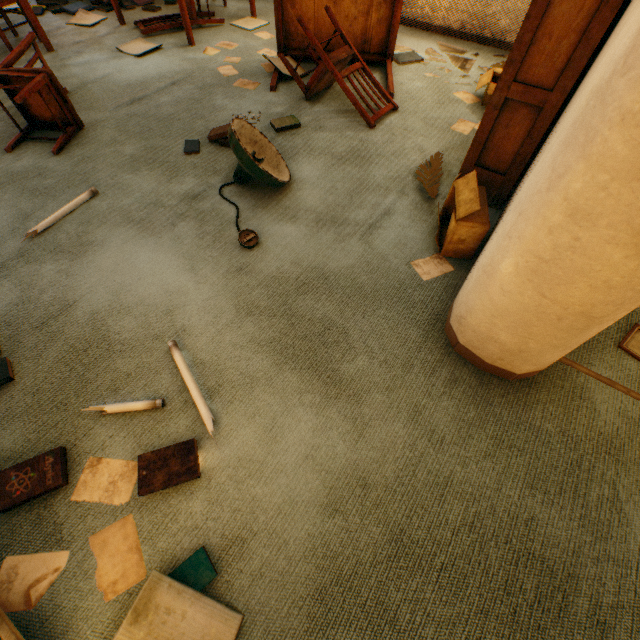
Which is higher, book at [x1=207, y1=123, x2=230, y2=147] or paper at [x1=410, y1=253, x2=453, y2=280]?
book at [x1=207, y1=123, x2=230, y2=147]

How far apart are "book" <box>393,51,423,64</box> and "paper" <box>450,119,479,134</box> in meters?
1.2

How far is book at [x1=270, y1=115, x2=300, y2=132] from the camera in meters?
2.6 m

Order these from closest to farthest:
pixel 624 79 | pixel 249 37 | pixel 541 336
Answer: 1. pixel 624 79
2. pixel 541 336
3. pixel 249 37

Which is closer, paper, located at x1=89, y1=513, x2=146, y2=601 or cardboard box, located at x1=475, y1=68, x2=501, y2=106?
paper, located at x1=89, y1=513, x2=146, y2=601

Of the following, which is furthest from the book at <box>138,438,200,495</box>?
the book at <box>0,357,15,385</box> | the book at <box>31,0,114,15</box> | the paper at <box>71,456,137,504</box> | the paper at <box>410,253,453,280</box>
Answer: the book at <box>31,0,114,15</box>

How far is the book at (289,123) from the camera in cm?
258

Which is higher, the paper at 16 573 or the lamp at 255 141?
the lamp at 255 141
